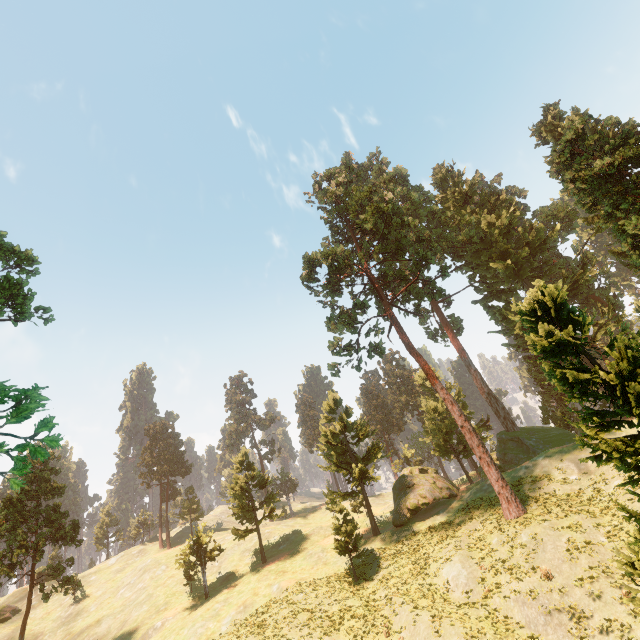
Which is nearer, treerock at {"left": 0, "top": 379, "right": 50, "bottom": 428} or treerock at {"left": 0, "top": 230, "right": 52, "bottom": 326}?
treerock at {"left": 0, "top": 379, "right": 50, "bottom": 428}

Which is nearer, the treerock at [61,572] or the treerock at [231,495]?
the treerock at [61,572]

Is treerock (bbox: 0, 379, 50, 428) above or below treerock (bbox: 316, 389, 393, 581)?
below

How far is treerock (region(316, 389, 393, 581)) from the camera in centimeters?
3009cm

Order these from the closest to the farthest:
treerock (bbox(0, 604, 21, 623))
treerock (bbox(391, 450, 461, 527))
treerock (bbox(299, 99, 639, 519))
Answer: treerock (bbox(299, 99, 639, 519)), treerock (bbox(391, 450, 461, 527)), treerock (bbox(0, 604, 21, 623))

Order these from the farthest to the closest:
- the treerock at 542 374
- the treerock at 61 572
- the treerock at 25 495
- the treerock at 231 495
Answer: the treerock at 231 495 → the treerock at 61 572 → the treerock at 542 374 → the treerock at 25 495

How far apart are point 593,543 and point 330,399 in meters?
27.0
